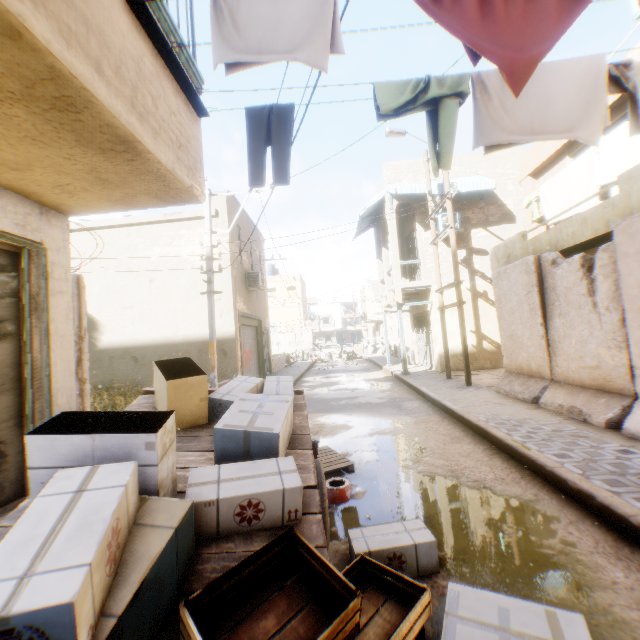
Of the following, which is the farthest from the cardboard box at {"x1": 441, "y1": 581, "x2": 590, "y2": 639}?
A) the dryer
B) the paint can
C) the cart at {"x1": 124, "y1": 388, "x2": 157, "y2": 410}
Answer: the dryer

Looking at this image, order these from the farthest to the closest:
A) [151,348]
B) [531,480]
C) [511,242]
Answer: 1. [151,348]
2. [511,242]
3. [531,480]

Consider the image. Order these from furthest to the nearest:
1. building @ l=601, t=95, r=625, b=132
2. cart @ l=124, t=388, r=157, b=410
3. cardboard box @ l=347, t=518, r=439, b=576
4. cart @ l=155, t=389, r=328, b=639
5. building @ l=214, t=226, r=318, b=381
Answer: building @ l=214, t=226, r=318, b=381
building @ l=601, t=95, r=625, b=132
cart @ l=124, t=388, r=157, b=410
cardboard box @ l=347, t=518, r=439, b=576
cart @ l=155, t=389, r=328, b=639

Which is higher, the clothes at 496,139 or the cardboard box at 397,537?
the clothes at 496,139

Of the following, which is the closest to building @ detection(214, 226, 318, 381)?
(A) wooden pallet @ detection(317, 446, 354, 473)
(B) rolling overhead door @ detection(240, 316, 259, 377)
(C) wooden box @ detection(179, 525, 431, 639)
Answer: (B) rolling overhead door @ detection(240, 316, 259, 377)

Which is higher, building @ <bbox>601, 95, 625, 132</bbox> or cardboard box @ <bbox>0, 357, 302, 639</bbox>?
building @ <bbox>601, 95, 625, 132</bbox>

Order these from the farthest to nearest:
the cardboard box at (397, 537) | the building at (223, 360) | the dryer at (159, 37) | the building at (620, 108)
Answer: the building at (223, 360), the building at (620, 108), the cardboard box at (397, 537), the dryer at (159, 37)

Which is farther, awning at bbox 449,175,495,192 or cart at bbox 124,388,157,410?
awning at bbox 449,175,495,192
